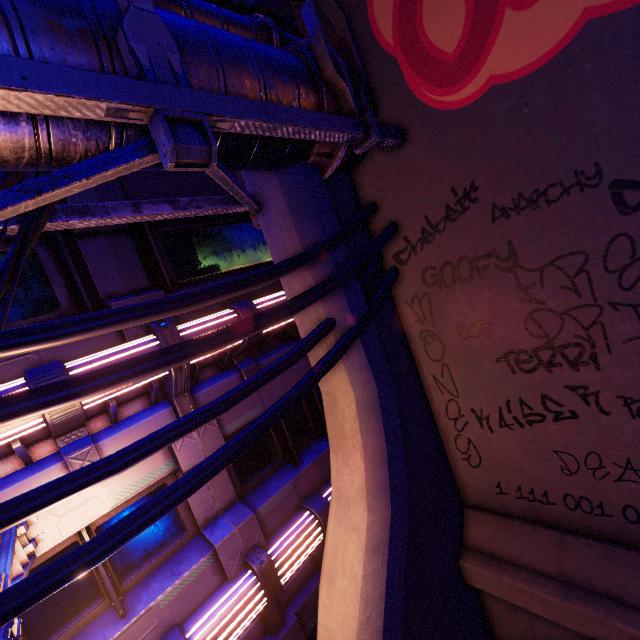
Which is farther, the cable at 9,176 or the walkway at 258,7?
the walkway at 258,7

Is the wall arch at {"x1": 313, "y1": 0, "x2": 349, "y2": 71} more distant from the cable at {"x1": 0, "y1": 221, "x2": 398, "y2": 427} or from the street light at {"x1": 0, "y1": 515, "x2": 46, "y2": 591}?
the street light at {"x1": 0, "y1": 515, "x2": 46, "y2": 591}

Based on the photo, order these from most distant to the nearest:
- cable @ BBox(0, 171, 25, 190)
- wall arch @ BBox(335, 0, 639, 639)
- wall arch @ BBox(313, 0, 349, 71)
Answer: wall arch @ BBox(313, 0, 349, 71), wall arch @ BBox(335, 0, 639, 639), cable @ BBox(0, 171, 25, 190)

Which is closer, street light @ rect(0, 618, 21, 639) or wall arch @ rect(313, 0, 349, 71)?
street light @ rect(0, 618, 21, 639)

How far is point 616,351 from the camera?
3.8 meters

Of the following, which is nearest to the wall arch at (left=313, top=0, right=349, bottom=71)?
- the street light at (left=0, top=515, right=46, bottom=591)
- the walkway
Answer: the walkway

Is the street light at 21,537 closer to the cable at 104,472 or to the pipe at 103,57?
the cable at 104,472

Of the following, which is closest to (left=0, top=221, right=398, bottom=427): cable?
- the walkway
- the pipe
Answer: the pipe
